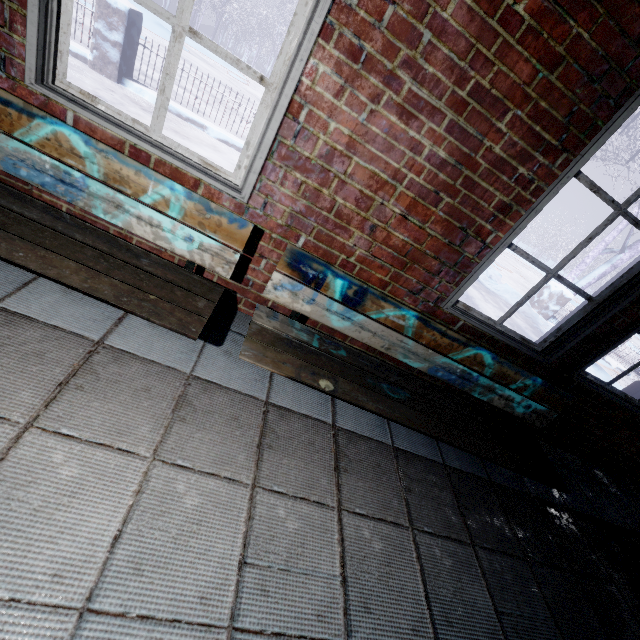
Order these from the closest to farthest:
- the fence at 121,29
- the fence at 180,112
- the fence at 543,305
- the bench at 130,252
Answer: the bench at 130,252 < the fence at 121,29 < the fence at 180,112 < the fence at 543,305

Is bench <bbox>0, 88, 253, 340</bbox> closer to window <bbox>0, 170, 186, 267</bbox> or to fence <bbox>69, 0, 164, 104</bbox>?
window <bbox>0, 170, 186, 267</bbox>

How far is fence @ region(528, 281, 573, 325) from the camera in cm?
707

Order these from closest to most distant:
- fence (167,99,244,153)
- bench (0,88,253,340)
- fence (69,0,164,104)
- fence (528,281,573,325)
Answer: bench (0,88,253,340), fence (69,0,164,104), fence (167,99,244,153), fence (528,281,573,325)

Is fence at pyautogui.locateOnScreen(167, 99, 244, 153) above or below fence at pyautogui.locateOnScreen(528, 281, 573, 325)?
below

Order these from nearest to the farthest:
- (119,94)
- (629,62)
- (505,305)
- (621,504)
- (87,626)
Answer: (87,626)
(629,62)
(621,504)
(119,94)
(505,305)

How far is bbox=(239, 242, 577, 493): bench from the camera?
1.45m

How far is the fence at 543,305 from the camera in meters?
7.1 m
